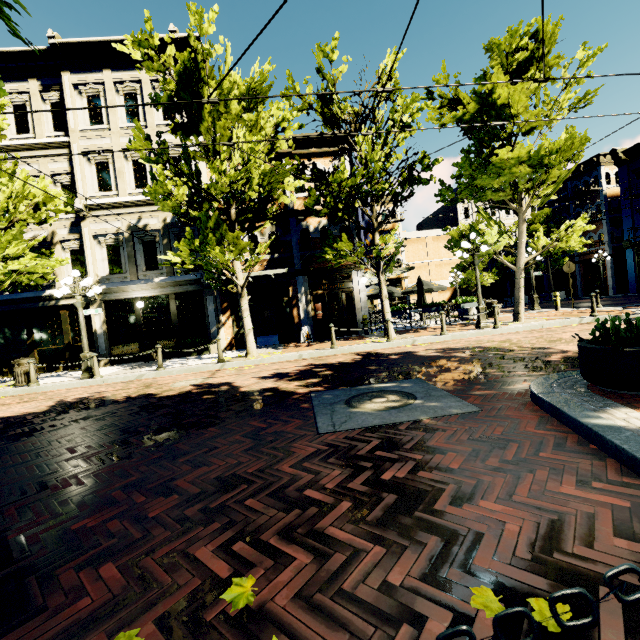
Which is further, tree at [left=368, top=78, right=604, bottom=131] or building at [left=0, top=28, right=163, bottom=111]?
building at [left=0, top=28, right=163, bottom=111]

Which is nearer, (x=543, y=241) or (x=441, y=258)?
(x=543, y=241)

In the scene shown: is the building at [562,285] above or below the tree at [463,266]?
below

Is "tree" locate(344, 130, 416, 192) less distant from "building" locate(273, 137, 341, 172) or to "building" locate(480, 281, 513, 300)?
"building" locate(480, 281, 513, 300)

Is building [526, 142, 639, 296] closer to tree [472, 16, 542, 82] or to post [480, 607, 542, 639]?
tree [472, 16, 542, 82]

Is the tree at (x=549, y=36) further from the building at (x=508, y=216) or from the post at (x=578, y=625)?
the post at (x=578, y=625)

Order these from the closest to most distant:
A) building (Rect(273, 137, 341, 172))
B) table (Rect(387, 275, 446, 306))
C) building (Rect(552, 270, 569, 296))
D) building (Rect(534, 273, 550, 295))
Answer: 1. building (Rect(273, 137, 341, 172))
2. table (Rect(387, 275, 446, 306))
3. building (Rect(552, 270, 569, 296))
4. building (Rect(534, 273, 550, 295))

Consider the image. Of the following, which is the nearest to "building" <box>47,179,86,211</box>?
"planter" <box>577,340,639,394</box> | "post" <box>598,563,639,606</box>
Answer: "planter" <box>577,340,639,394</box>
